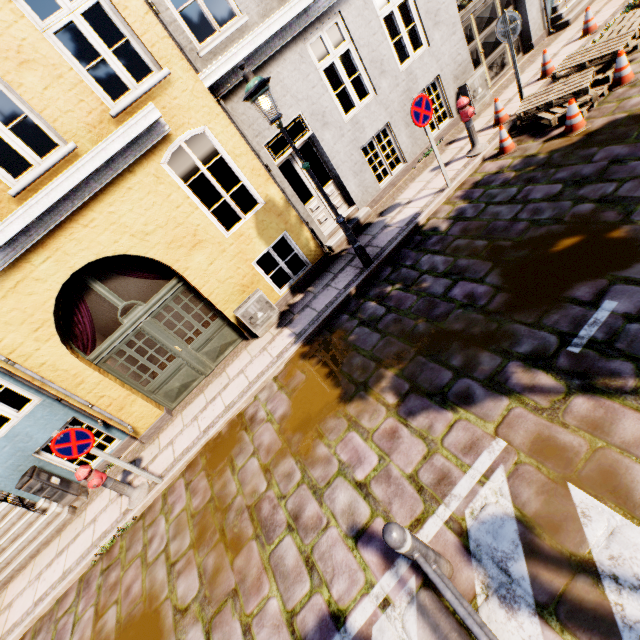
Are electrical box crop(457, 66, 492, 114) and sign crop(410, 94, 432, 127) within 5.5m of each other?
yes

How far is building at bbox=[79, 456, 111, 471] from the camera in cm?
727

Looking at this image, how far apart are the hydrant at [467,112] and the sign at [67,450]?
9.28m

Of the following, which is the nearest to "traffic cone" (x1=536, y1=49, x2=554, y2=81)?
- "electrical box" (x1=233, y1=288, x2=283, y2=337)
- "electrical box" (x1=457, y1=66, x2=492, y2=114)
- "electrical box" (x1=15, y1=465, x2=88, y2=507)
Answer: "electrical box" (x1=457, y1=66, x2=492, y2=114)

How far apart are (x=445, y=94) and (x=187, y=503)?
11.3 meters

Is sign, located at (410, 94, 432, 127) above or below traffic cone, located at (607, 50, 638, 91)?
above

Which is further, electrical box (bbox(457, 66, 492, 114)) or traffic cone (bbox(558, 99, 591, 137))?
electrical box (bbox(457, 66, 492, 114))

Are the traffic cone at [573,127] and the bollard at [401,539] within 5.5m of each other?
no
